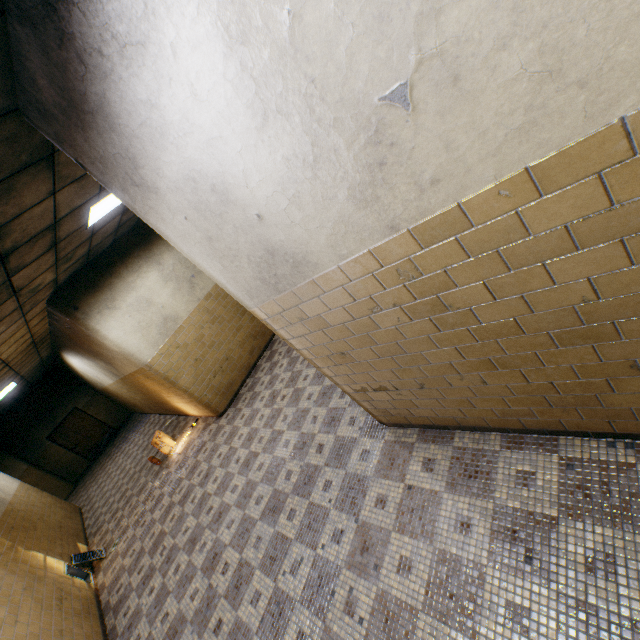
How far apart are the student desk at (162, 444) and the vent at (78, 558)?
1.9m

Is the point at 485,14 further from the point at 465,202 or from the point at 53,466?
the point at 53,466

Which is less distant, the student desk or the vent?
the vent

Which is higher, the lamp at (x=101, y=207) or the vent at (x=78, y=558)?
the lamp at (x=101, y=207)

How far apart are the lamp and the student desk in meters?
5.0

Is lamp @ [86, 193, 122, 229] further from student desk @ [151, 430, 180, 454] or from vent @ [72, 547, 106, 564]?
vent @ [72, 547, 106, 564]

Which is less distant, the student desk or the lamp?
the lamp

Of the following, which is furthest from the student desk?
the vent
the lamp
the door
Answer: the door
